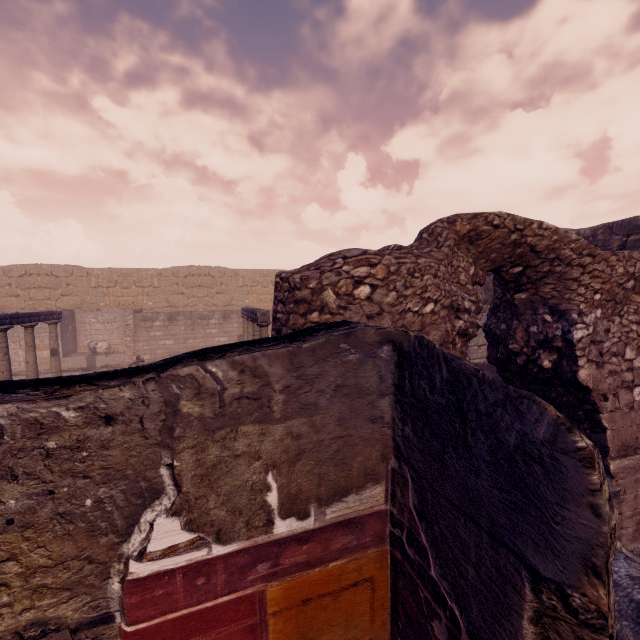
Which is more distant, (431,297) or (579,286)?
(579,286)

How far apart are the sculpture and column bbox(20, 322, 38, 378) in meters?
5.0 m

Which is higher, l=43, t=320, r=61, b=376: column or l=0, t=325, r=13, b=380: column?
l=0, t=325, r=13, b=380: column

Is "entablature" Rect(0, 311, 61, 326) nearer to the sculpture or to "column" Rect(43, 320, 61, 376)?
"column" Rect(43, 320, 61, 376)

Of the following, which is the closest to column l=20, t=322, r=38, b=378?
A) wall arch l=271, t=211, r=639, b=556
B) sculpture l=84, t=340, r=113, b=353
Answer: sculpture l=84, t=340, r=113, b=353

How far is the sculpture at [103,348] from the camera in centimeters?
1583cm

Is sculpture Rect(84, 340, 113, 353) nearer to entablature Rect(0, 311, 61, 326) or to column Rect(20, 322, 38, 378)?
entablature Rect(0, 311, 61, 326)

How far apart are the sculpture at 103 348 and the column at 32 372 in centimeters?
496cm
